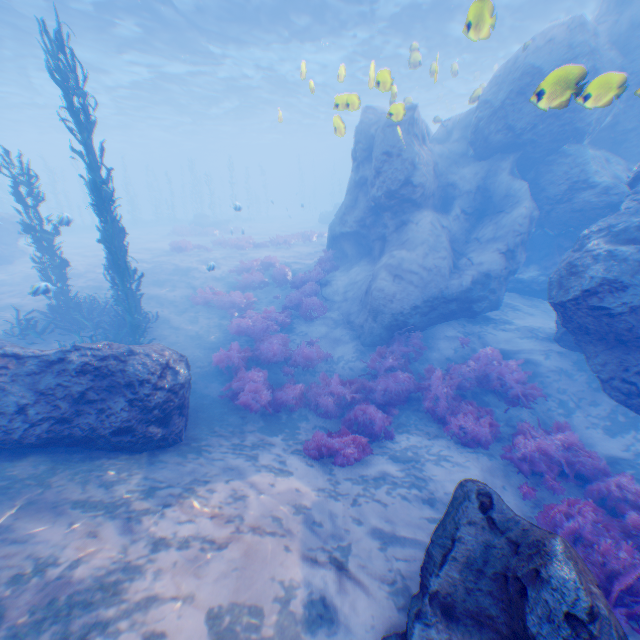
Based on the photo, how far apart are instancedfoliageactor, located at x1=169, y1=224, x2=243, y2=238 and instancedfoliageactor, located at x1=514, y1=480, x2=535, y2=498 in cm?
2850

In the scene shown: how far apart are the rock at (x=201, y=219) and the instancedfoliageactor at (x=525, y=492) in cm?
3373

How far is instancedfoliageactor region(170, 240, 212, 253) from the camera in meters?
20.9

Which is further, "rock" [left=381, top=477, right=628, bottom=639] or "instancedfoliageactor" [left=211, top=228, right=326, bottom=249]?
"instancedfoliageactor" [left=211, top=228, right=326, bottom=249]

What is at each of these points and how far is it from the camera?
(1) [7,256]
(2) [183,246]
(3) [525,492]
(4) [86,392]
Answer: (1) rock, 19.44m
(2) instancedfoliageactor, 21.33m
(3) instancedfoliageactor, 6.18m
(4) rock, 6.08m

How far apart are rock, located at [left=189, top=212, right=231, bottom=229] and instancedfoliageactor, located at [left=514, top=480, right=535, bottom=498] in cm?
3373

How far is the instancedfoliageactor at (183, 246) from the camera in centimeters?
2094cm

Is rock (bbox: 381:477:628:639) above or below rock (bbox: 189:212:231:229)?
below
